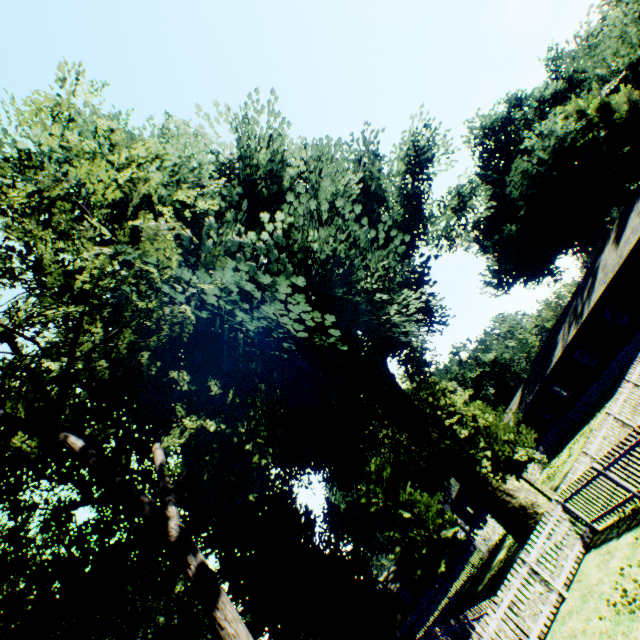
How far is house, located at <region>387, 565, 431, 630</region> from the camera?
46.44m

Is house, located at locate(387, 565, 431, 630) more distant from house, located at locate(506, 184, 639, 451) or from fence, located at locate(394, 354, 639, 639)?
house, located at locate(506, 184, 639, 451)

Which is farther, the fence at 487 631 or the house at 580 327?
the house at 580 327

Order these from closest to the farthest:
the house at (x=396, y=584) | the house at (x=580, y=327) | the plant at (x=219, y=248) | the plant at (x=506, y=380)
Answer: the plant at (x=219, y=248), the house at (x=580, y=327), the house at (x=396, y=584), the plant at (x=506, y=380)

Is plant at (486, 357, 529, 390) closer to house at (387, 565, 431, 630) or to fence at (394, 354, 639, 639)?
fence at (394, 354, 639, 639)

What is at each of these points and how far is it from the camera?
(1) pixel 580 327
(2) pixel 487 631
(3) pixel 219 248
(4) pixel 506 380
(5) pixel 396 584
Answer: (1) house, 28.4 meters
(2) fence, 8.6 meters
(3) plant, 8.6 meters
(4) plant, 58.5 meters
(5) house, 48.3 meters

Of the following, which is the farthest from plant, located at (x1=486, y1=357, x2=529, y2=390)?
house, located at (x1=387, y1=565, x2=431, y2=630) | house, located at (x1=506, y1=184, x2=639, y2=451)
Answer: house, located at (x1=387, y1=565, x2=431, y2=630)

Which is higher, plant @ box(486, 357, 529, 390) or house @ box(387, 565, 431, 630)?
plant @ box(486, 357, 529, 390)
